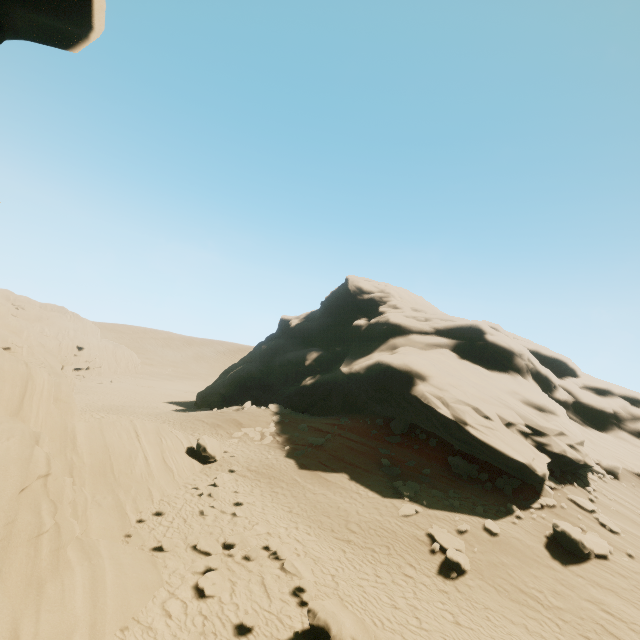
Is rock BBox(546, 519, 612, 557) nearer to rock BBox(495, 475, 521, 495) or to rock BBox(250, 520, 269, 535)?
rock BBox(495, 475, 521, 495)

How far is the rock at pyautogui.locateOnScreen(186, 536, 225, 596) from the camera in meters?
8.9 m

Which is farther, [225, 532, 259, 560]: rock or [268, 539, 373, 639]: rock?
[225, 532, 259, 560]: rock

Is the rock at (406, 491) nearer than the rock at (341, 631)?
No

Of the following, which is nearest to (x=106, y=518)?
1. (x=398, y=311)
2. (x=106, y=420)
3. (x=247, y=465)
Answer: (x=106, y=420)

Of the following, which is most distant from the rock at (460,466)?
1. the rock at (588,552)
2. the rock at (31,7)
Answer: the rock at (31,7)

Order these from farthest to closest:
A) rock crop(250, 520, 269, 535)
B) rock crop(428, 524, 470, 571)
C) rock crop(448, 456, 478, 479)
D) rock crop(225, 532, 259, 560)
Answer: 1. rock crop(448, 456, 478, 479)
2. rock crop(250, 520, 269, 535)
3. rock crop(428, 524, 470, 571)
4. rock crop(225, 532, 259, 560)
